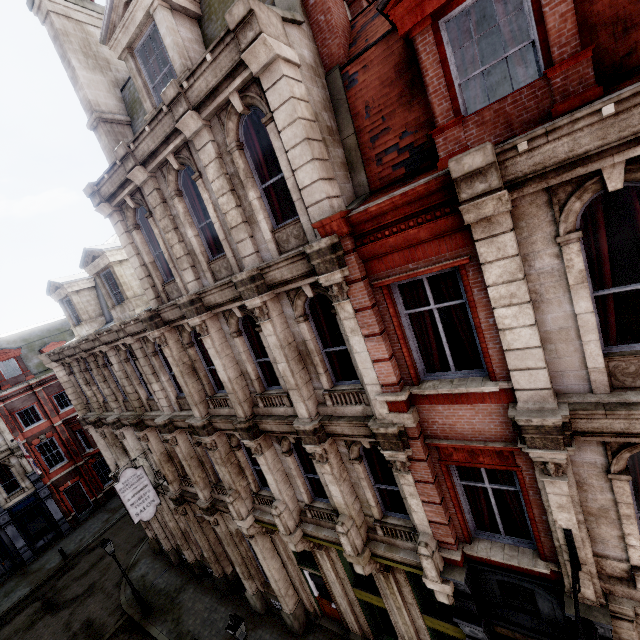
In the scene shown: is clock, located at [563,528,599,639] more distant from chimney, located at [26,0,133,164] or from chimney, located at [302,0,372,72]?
chimney, located at [26,0,133,164]

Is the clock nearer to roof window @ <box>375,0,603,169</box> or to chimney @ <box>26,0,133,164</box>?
roof window @ <box>375,0,603,169</box>

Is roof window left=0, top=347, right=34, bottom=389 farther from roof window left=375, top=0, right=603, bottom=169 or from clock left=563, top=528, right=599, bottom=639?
clock left=563, top=528, right=599, bottom=639

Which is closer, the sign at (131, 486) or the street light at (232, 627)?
the street light at (232, 627)

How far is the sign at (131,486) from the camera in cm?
1330

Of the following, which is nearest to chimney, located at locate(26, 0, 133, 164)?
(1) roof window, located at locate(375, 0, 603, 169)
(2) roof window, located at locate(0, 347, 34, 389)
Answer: (1) roof window, located at locate(375, 0, 603, 169)

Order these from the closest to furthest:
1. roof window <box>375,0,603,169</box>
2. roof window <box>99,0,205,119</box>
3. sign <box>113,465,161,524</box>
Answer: roof window <box>375,0,603,169</box> < roof window <box>99,0,205,119</box> < sign <box>113,465,161,524</box>

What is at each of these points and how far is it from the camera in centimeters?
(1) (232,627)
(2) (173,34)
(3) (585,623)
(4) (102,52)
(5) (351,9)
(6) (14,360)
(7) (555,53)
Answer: (1) street light, 940cm
(2) roof window, 739cm
(3) clock, 495cm
(4) chimney, 1036cm
(5) chimney, 859cm
(6) roof window, 2664cm
(7) roof window, 431cm
